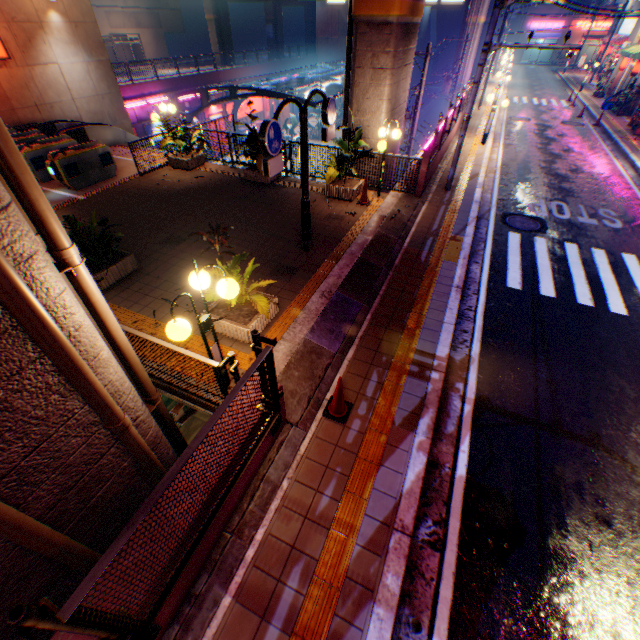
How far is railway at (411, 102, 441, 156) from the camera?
42.6m

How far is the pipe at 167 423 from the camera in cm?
518

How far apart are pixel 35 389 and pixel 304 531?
3.3 meters

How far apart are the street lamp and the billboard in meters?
33.2

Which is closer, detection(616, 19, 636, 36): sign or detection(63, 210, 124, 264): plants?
detection(63, 210, 124, 264): plants

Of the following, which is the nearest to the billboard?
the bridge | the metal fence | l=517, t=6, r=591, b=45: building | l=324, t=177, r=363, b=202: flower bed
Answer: the metal fence

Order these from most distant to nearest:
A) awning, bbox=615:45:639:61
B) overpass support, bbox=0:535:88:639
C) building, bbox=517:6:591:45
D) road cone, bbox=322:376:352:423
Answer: building, bbox=517:6:591:45, awning, bbox=615:45:639:61, road cone, bbox=322:376:352:423, overpass support, bbox=0:535:88:639

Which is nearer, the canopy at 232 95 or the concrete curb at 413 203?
the concrete curb at 413 203
